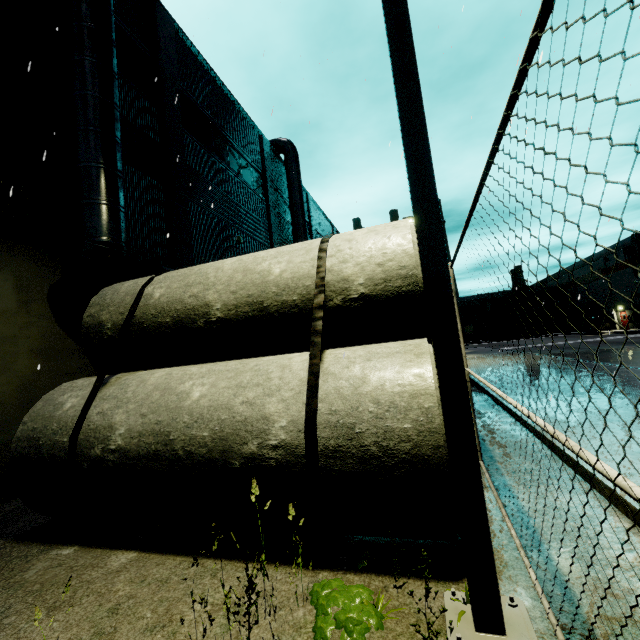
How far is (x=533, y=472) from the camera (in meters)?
4.41

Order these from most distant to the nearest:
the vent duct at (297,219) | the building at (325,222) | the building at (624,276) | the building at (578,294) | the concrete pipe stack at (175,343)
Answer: the building at (578,294) → the building at (624,276) → the building at (325,222) → the vent duct at (297,219) → the concrete pipe stack at (175,343)

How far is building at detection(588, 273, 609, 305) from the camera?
43.5 meters

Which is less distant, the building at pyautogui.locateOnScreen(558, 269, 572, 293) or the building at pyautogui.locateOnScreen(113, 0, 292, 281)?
the building at pyautogui.locateOnScreen(113, 0, 292, 281)

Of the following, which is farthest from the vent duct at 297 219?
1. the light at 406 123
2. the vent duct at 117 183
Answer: the light at 406 123

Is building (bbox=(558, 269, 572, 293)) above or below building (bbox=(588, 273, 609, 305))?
above
